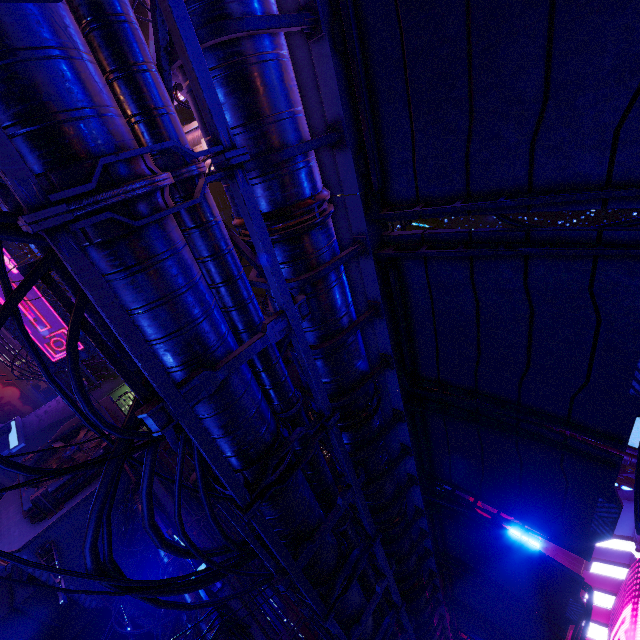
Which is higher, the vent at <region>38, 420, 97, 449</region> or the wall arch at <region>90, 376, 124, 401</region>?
the wall arch at <region>90, 376, 124, 401</region>

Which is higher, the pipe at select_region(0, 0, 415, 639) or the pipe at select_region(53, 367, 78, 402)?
the pipe at select_region(0, 0, 415, 639)

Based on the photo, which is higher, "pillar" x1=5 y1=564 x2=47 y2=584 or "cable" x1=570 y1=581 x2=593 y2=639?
"cable" x1=570 y1=581 x2=593 y2=639

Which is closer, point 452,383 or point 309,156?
point 309,156

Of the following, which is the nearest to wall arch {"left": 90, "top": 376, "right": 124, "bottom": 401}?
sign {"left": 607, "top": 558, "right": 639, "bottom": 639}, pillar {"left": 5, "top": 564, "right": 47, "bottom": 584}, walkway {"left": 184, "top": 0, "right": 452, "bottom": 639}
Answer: pillar {"left": 5, "top": 564, "right": 47, "bottom": 584}

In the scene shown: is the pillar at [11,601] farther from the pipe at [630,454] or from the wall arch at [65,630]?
the pipe at [630,454]

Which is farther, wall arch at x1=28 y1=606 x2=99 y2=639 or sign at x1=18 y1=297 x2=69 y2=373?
sign at x1=18 y1=297 x2=69 y2=373

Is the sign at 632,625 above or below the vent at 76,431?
above
